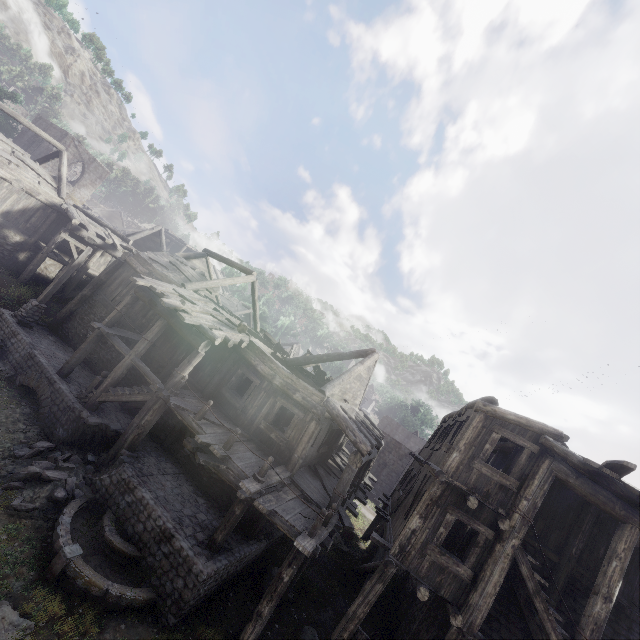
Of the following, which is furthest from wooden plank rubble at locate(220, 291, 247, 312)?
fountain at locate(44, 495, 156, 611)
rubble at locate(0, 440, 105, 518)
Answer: fountain at locate(44, 495, 156, 611)

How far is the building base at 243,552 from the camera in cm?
852

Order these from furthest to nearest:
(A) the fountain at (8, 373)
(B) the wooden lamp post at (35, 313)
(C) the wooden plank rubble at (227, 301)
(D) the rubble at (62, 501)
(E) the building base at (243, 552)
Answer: (C) the wooden plank rubble at (227, 301)
(B) the wooden lamp post at (35, 313)
(A) the fountain at (8, 373)
(D) the rubble at (62, 501)
(E) the building base at (243, 552)

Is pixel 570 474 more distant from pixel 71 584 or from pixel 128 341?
pixel 128 341

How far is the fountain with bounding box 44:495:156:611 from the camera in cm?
782

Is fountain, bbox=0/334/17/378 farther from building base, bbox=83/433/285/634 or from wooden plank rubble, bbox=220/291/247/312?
wooden plank rubble, bbox=220/291/247/312

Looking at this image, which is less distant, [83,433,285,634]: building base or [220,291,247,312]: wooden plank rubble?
[83,433,285,634]: building base

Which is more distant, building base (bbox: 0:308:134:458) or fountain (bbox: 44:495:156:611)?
building base (bbox: 0:308:134:458)
